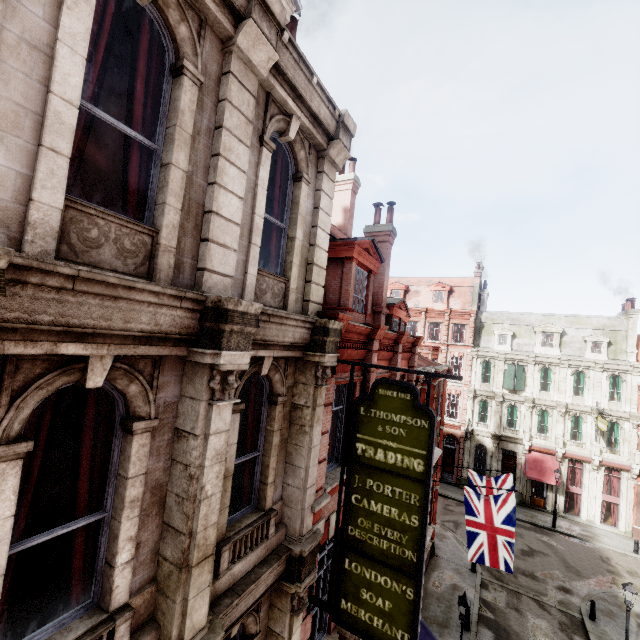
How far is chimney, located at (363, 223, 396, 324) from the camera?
13.6 meters

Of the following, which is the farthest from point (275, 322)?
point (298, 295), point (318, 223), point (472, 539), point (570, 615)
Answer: point (570, 615)

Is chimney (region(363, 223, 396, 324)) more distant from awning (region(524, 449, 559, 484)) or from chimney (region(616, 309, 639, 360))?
chimney (region(616, 309, 639, 360))

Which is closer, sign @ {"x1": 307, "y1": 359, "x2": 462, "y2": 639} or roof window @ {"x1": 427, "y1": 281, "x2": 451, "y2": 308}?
sign @ {"x1": 307, "y1": 359, "x2": 462, "y2": 639}

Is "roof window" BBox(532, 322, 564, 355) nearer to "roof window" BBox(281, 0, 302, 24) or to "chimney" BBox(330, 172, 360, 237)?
"chimney" BBox(330, 172, 360, 237)

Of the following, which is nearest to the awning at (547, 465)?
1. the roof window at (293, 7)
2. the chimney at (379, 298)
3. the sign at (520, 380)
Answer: the sign at (520, 380)

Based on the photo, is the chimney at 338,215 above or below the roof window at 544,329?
above

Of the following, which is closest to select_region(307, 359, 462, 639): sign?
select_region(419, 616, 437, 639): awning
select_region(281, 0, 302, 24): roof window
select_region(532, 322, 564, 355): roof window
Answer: select_region(419, 616, 437, 639): awning
